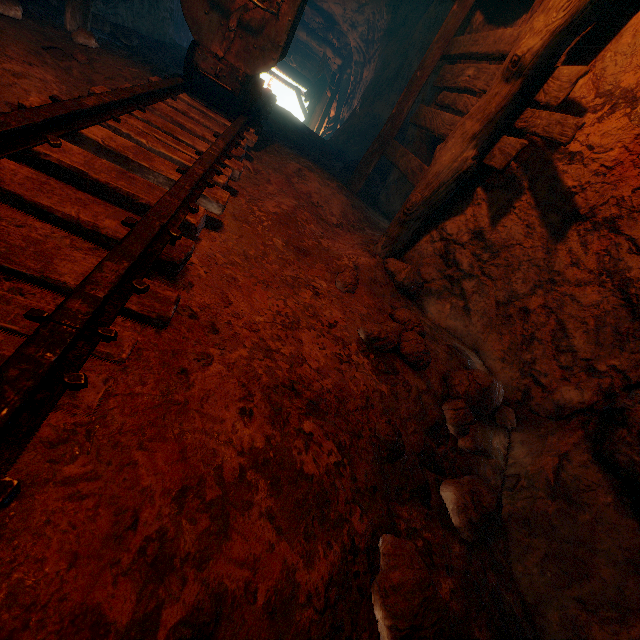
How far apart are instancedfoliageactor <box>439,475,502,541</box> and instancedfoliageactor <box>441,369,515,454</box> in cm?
17

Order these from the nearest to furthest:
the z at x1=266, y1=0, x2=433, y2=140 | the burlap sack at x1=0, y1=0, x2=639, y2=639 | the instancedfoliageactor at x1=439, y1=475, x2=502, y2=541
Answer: the burlap sack at x1=0, y1=0, x2=639, y2=639 < the instancedfoliageactor at x1=439, y1=475, x2=502, y2=541 < the z at x1=266, y1=0, x2=433, y2=140

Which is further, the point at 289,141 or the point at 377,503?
the point at 289,141

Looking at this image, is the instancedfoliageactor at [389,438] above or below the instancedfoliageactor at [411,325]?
below

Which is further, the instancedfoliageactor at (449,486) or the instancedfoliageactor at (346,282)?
the instancedfoliageactor at (346,282)

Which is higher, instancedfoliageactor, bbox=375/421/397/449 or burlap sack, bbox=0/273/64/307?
burlap sack, bbox=0/273/64/307

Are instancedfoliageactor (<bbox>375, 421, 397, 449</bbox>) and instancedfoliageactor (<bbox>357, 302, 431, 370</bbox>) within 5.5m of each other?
yes

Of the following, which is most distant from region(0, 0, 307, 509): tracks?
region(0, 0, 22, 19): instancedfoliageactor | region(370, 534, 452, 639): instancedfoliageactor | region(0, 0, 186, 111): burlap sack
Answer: region(0, 0, 22, 19): instancedfoliageactor
